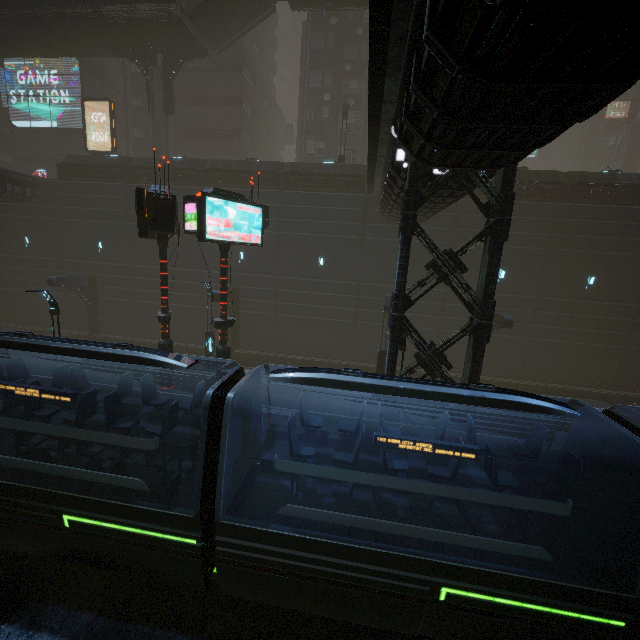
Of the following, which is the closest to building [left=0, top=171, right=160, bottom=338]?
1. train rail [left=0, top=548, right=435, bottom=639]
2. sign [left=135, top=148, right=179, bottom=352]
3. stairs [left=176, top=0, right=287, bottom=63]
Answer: train rail [left=0, top=548, right=435, bottom=639]

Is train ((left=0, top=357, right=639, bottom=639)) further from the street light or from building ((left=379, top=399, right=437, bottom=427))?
the street light

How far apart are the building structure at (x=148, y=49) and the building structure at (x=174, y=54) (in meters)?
0.68

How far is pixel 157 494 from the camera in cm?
776

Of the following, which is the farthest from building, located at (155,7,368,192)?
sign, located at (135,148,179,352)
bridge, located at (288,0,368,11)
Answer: bridge, located at (288,0,368,11)

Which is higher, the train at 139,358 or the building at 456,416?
the train at 139,358

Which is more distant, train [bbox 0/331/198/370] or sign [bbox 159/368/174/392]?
sign [bbox 159/368/174/392]

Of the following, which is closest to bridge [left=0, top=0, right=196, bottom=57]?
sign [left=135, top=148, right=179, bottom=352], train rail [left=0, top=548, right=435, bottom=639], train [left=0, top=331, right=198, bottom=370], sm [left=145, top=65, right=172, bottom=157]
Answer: sm [left=145, top=65, right=172, bottom=157]
